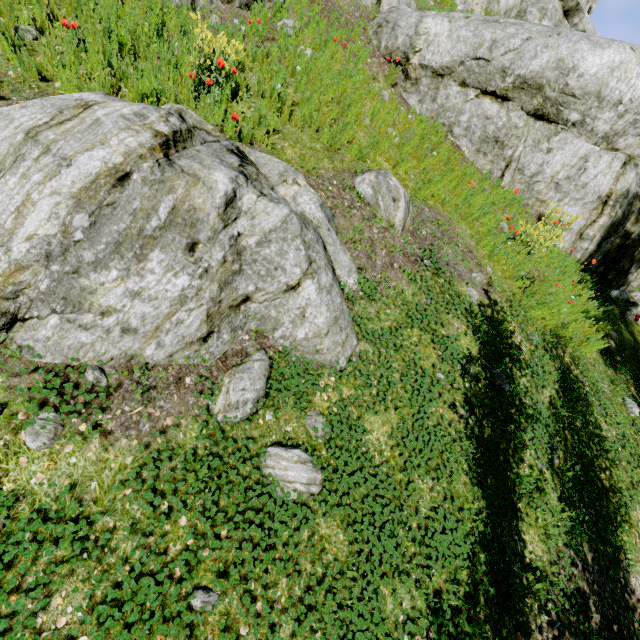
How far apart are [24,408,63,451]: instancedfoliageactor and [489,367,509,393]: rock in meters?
4.6

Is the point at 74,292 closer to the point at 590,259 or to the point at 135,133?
the point at 135,133

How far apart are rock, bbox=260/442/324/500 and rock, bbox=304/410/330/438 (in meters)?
0.17

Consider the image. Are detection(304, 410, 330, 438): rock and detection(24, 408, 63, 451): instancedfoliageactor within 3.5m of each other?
yes

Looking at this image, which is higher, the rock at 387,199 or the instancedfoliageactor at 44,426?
the rock at 387,199

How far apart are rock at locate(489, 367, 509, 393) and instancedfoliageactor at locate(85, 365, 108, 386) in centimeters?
438cm

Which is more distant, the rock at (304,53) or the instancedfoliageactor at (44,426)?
the rock at (304,53)

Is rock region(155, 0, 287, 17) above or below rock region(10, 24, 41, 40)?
above
